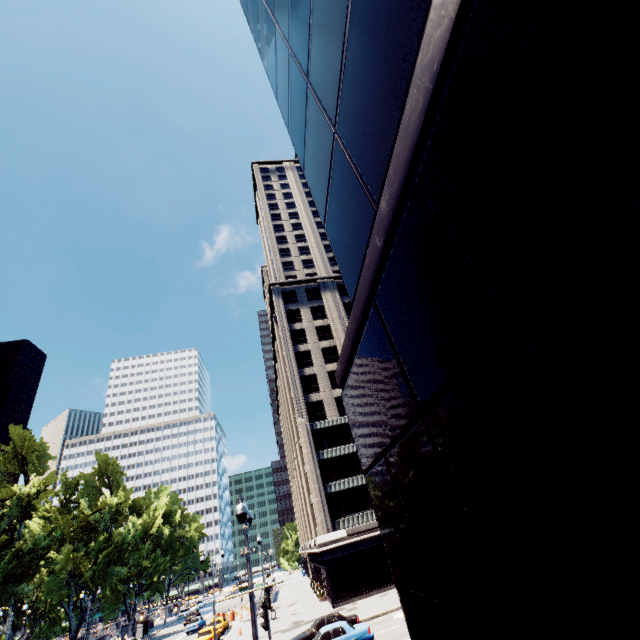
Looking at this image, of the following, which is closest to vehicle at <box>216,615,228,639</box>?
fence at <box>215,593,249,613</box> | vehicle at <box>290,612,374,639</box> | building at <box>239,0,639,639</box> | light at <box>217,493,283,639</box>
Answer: fence at <box>215,593,249,613</box>

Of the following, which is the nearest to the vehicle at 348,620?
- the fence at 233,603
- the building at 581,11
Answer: the building at 581,11

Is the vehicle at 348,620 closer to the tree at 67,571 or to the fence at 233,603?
the tree at 67,571

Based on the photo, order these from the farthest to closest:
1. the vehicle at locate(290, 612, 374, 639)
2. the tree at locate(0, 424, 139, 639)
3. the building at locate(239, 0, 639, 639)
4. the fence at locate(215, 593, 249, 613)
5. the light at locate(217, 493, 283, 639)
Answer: A: the fence at locate(215, 593, 249, 613) < the tree at locate(0, 424, 139, 639) < the vehicle at locate(290, 612, 374, 639) < the light at locate(217, 493, 283, 639) < the building at locate(239, 0, 639, 639)

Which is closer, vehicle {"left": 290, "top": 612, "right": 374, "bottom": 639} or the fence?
vehicle {"left": 290, "top": 612, "right": 374, "bottom": 639}

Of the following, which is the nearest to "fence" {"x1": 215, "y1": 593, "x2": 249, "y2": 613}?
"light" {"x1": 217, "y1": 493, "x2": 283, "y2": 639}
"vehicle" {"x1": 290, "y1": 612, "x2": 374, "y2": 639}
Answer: "vehicle" {"x1": 290, "y1": 612, "x2": 374, "y2": 639}

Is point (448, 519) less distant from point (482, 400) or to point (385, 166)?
point (482, 400)

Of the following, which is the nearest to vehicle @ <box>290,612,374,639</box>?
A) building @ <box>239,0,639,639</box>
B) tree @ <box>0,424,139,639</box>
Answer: building @ <box>239,0,639,639</box>
